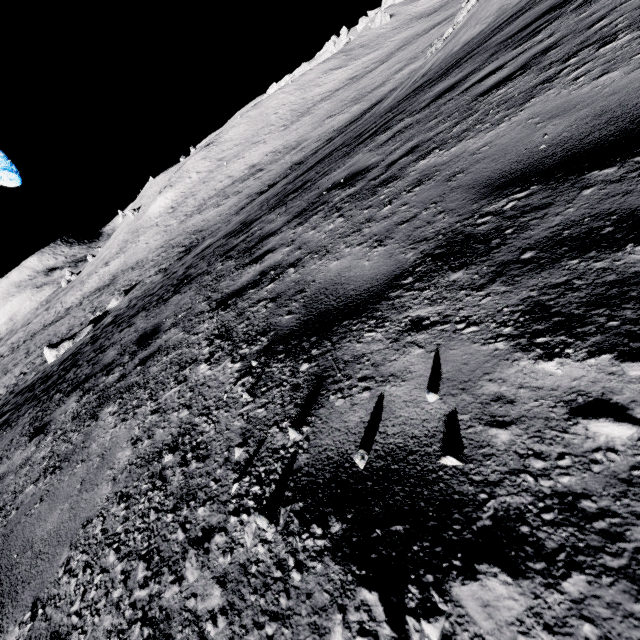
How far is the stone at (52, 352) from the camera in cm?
2414

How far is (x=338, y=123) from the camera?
35.9 meters

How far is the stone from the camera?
24.1 meters
